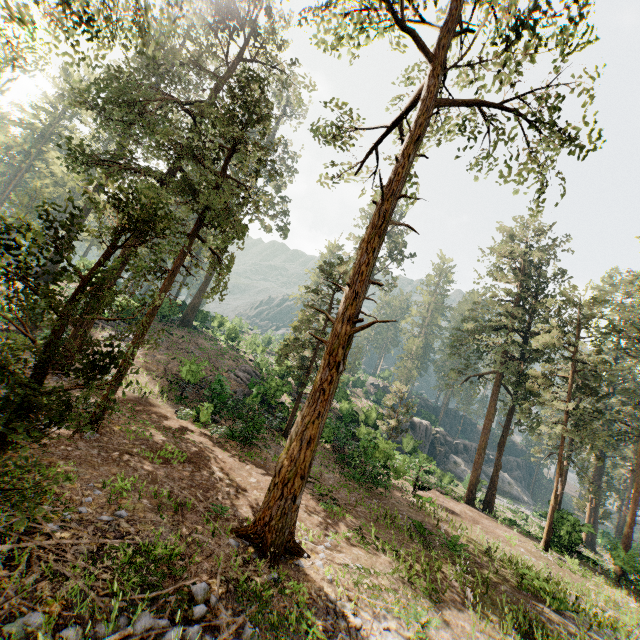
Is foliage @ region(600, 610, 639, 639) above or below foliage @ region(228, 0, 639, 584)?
below

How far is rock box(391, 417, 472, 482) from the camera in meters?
35.5

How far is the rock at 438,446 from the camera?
35.53m

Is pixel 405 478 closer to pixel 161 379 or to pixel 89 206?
pixel 161 379

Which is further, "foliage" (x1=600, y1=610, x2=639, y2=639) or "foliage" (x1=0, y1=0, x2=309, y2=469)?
"foliage" (x1=600, y1=610, x2=639, y2=639)

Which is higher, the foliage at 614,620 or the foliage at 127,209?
the foliage at 127,209

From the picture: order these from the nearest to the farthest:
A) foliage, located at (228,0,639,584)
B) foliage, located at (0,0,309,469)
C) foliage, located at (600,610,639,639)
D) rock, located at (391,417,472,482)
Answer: foliage, located at (0,0,309,469) < foliage, located at (228,0,639,584) < foliage, located at (600,610,639,639) < rock, located at (391,417,472,482)
